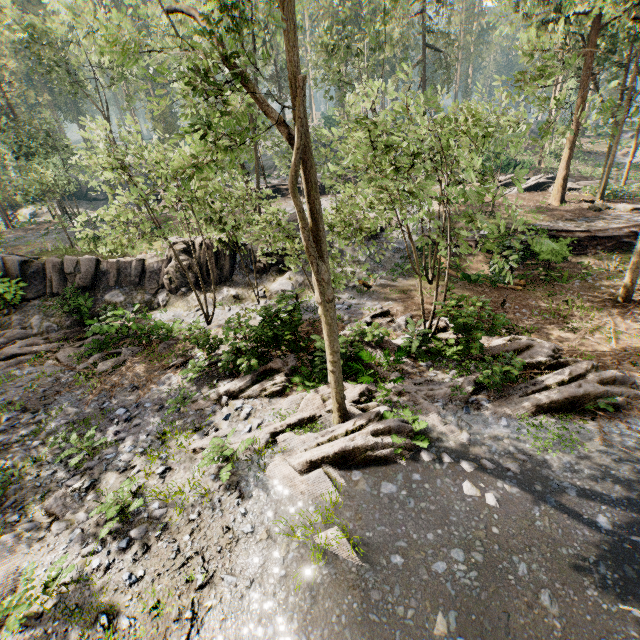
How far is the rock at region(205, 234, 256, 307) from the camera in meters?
19.0

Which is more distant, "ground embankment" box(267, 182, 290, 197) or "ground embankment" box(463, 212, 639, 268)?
"ground embankment" box(267, 182, 290, 197)

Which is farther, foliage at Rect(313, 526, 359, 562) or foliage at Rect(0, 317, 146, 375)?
foliage at Rect(0, 317, 146, 375)

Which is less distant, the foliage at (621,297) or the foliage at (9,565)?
the foliage at (9,565)

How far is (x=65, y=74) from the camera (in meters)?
23.27

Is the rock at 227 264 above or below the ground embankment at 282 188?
below

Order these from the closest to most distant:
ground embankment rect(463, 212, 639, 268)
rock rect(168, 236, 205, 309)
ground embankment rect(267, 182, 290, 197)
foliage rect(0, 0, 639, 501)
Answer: foliage rect(0, 0, 639, 501) < ground embankment rect(463, 212, 639, 268) < rock rect(168, 236, 205, 309) < ground embankment rect(267, 182, 290, 197)

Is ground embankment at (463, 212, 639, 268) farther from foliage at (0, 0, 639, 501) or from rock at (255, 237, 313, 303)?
rock at (255, 237, 313, 303)
